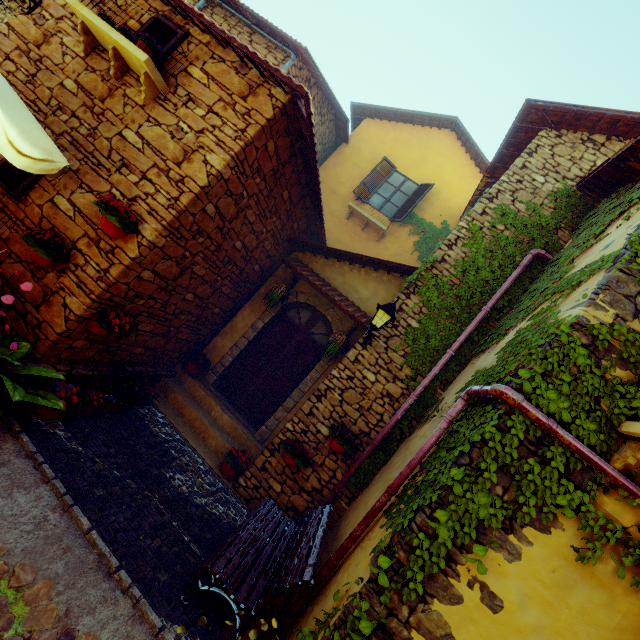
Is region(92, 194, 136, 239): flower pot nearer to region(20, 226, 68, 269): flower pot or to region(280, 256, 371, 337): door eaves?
region(20, 226, 68, 269): flower pot

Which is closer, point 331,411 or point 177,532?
point 177,532

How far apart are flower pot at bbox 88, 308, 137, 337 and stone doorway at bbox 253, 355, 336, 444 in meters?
3.1 m

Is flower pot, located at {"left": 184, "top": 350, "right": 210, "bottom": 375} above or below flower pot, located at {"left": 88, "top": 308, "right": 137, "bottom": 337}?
below

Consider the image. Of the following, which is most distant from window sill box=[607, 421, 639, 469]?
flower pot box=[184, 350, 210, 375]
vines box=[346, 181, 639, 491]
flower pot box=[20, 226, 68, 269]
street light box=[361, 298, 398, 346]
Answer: flower pot box=[184, 350, 210, 375]

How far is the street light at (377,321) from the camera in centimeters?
516cm

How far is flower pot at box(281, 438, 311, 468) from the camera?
5.3 meters

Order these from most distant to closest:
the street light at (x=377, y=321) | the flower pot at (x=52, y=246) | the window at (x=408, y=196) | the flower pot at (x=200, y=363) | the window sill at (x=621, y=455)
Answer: the window at (x=408, y=196) < the flower pot at (x=200, y=363) < the street light at (x=377, y=321) < the flower pot at (x=52, y=246) < the window sill at (x=621, y=455)
